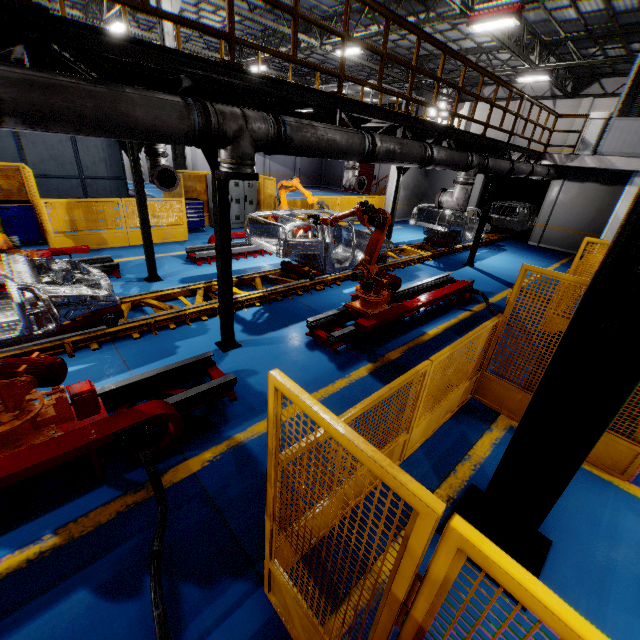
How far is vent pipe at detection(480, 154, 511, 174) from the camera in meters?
9.0 m

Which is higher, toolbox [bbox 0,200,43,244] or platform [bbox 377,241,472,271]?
toolbox [bbox 0,200,43,244]

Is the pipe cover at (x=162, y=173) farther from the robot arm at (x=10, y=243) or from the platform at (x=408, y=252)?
the platform at (x=408, y=252)

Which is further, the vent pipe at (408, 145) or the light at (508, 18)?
the light at (508, 18)

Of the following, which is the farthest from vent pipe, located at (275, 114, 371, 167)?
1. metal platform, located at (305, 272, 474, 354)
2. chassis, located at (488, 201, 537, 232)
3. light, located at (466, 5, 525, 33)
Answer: light, located at (466, 5, 525, 33)

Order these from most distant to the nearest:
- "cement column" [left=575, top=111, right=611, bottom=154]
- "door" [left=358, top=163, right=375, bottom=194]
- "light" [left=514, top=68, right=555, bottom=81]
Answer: "door" [left=358, top=163, right=375, bottom=194] < "light" [left=514, top=68, right=555, bottom=81] < "cement column" [left=575, top=111, right=611, bottom=154]

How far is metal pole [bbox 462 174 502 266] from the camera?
11.1 meters

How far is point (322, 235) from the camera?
8.0m
